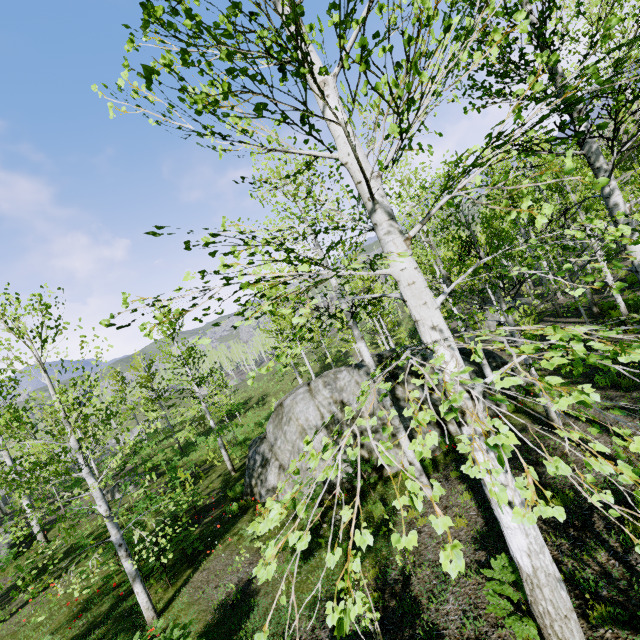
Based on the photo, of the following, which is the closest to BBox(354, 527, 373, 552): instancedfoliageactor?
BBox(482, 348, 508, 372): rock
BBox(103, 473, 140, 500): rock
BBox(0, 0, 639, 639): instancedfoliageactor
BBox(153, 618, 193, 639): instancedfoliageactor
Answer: BBox(0, 0, 639, 639): instancedfoliageactor

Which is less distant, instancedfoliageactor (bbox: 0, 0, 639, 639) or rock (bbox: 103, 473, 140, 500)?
instancedfoliageactor (bbox: 0, 0, 639, 639)

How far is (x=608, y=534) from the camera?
4.71m

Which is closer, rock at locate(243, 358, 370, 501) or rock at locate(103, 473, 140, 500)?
rock at locate(243, 358, 370, 501)

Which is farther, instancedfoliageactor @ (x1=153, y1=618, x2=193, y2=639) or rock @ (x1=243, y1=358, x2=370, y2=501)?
rock @ (x1=243, y1=358, x2=370, y2=501)

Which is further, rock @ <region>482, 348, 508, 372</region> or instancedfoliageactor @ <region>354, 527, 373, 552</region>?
rock @ <region>482, 348, 508, 372</region>

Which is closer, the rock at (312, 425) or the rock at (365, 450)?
the rock at (365, 450)

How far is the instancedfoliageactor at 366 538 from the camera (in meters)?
1.08
